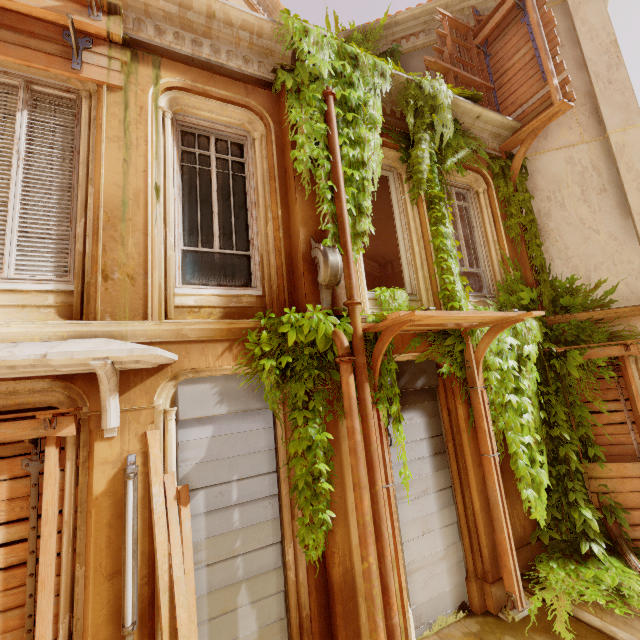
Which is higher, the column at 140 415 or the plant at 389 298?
the plant at 389 298

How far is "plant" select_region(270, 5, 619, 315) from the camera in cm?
473

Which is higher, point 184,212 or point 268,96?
point 268,96

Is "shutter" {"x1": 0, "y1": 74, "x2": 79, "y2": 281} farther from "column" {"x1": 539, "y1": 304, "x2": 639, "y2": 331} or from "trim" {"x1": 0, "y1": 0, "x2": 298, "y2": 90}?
"column" {"x1": 539, "y1": 304, "x2": 639, "y2": 331}

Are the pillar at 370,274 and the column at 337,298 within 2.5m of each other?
no

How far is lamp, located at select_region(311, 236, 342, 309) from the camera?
4.16m

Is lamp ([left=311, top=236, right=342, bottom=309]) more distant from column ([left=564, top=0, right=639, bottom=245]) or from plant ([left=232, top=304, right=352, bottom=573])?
column ([left=564, top=0, right=639, bottom=245])

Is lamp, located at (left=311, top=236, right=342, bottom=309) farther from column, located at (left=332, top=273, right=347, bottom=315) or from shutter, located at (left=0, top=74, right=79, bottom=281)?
shutter, located at (left=0, top=74, right=79, bottom=281)
